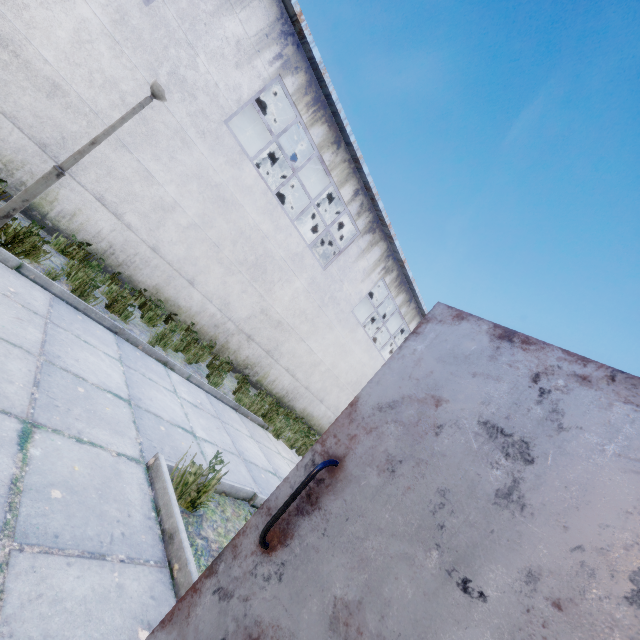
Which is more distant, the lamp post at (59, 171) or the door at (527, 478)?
the lamp post at (59, 171)

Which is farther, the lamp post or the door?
the lamp post

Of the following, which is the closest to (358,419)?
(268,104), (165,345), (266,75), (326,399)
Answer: (165,345)
